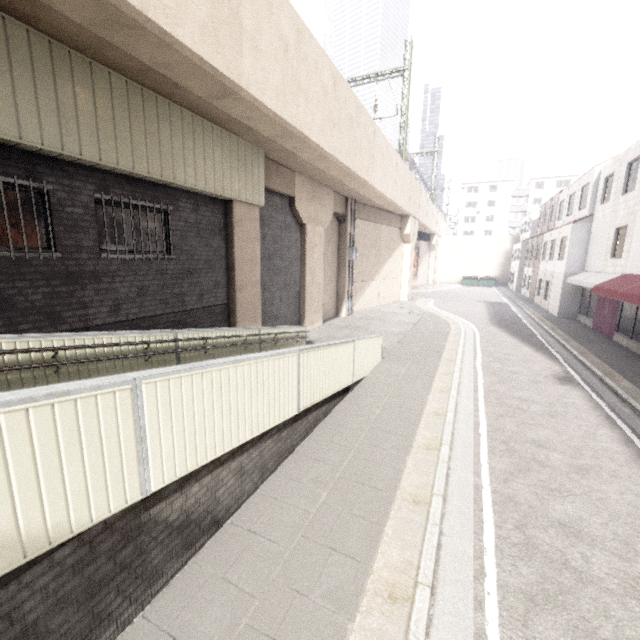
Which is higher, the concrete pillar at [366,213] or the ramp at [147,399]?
the concrete pillar at [366,213]

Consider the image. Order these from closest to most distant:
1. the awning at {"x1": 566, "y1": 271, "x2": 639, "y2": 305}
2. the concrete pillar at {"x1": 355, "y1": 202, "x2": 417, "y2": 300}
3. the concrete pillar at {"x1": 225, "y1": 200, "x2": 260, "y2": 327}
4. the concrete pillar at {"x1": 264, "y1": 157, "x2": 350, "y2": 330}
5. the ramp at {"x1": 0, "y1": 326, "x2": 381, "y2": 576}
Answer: the ramp at {"x1": 0, "y1": 326, "x2": 381, "y2": 576} < the concrete pillar at {"x1": 225, "y1": 200, "x2": 260, "y2": 327} < the awning at {"x1": 566, "y1": 271, "x2": 639, "y2": 305} < the concrete pillar at {"x1": 264, "y1": 157, "x2": 350, "y2": 330} < the concrete pillar at {"x1": 355, "y1": 202, "x2": 417, "y2": 300}

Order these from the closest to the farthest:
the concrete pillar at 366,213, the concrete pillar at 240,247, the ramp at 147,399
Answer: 1. the ramp at 147,399
2. the concrete pillar at 240,247
3. the concrete pillar at 366,213

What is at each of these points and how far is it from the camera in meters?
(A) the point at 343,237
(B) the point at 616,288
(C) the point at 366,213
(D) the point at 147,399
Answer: (A) concrete pillar, 18.8
(B) awning, 12.9
(C) concrete pillar, 21.1
(D) ramp, 3.0

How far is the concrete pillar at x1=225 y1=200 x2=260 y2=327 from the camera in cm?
1003

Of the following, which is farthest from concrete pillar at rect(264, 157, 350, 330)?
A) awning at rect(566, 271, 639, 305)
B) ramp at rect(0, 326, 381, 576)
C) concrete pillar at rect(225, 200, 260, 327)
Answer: awning at rect(566, 271, 639, 305)

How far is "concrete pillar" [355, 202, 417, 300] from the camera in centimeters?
2105cm

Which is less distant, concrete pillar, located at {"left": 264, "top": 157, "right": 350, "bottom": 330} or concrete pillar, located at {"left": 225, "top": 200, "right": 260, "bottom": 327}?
concrete pillar, located at {"left": 225, "top": 200, "right": 260, "bottom": 327}
